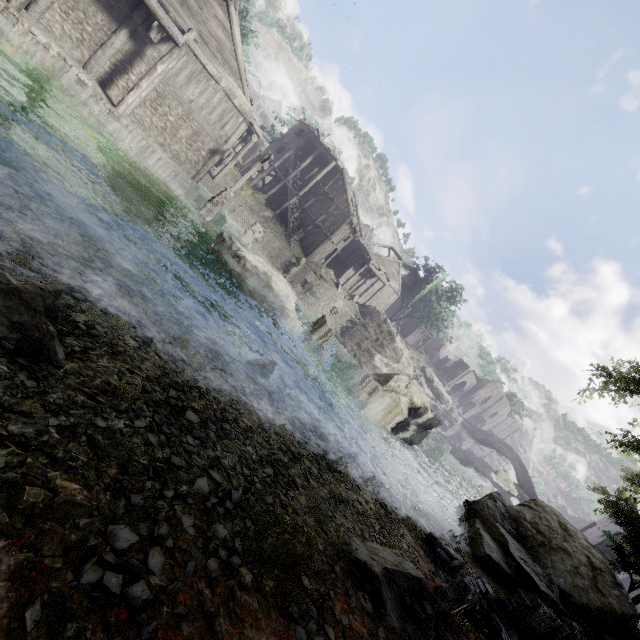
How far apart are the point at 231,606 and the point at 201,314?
8.7 meters

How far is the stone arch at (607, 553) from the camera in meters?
38.1

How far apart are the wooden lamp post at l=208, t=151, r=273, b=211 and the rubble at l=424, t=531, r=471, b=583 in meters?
19.8 m

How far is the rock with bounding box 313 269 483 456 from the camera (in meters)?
37.91

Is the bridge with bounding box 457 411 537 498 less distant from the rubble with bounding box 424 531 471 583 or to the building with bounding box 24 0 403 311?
the building with bounding box 24 0 403 311

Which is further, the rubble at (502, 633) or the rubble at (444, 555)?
the rubble at (444, 555)

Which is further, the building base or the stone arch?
the stone arch

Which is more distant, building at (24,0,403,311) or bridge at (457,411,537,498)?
bridge at (457,411,537,498)
